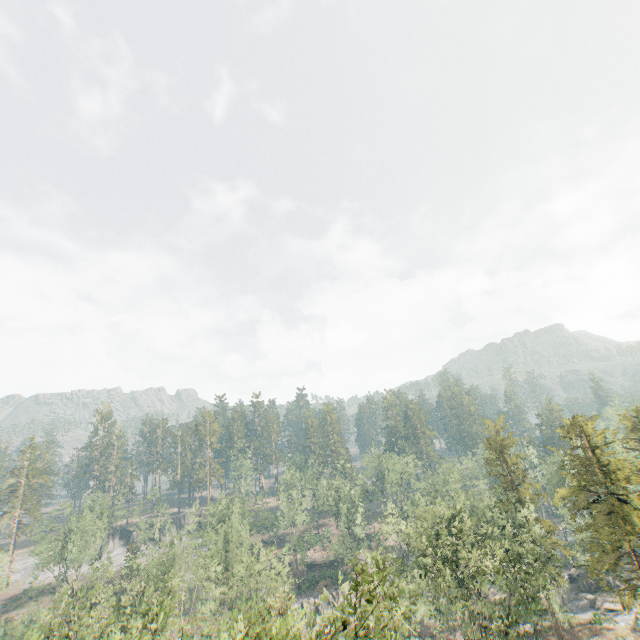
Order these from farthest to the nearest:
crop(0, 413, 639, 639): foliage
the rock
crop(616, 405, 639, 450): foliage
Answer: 1. the rock
2. crop(616, 405, 639, 450): foliage
3. crop(0, 413, 639, 639): foliage

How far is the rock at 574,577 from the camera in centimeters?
5244cm

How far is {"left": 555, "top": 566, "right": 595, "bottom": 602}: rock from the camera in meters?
52.4 m

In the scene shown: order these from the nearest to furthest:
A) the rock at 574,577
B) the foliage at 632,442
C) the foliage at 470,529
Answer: the foliage at 470,529, the foliage at 632,442, the rock at 574,577

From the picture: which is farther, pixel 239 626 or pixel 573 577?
pixel 573 577

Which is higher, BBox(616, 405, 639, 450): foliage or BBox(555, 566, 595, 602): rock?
BBox(616, 405, 639, 450): foliage

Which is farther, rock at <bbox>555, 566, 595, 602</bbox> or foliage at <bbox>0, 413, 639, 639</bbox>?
rock at <bbox>555, 566, 595, 602</bbox>

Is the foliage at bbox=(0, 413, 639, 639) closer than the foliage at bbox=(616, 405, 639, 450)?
Yes
